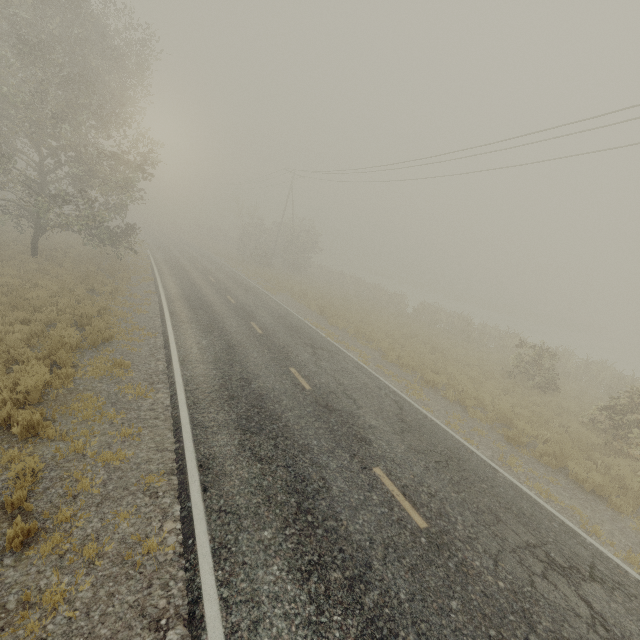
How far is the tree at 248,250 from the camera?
38.2 meters

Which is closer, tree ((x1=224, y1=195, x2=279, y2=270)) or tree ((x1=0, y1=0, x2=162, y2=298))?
tree ((x1=0, y1=0, x2=162, y2=298))

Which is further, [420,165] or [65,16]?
[420,165]

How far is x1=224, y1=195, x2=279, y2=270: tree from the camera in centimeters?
3825cm

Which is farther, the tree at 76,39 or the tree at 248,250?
the tree at 248,250
